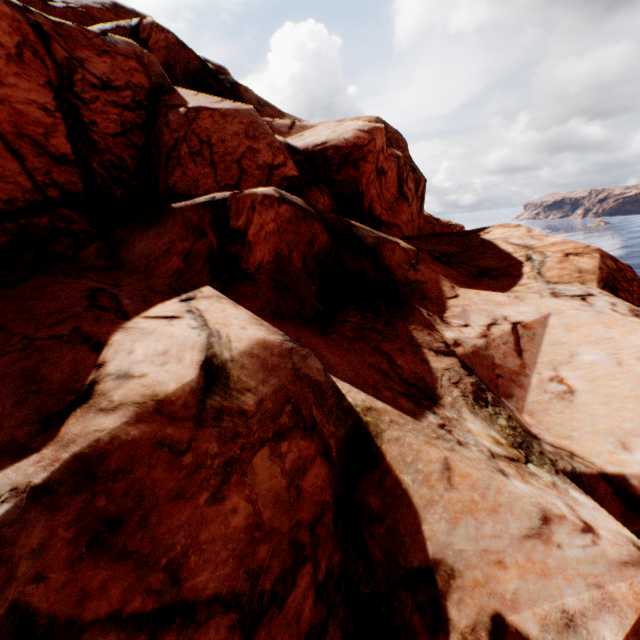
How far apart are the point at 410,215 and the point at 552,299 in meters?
10.1
